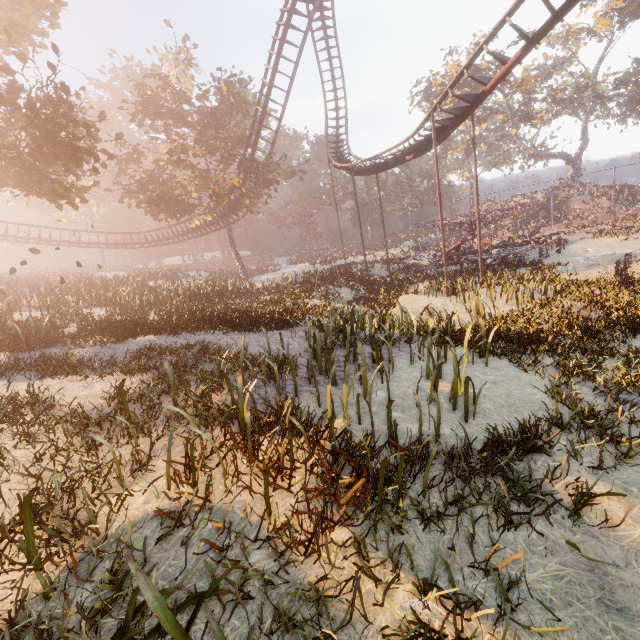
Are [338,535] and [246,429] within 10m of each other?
yes

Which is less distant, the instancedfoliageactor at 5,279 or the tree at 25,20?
the instancedfoliageactor at 5,279

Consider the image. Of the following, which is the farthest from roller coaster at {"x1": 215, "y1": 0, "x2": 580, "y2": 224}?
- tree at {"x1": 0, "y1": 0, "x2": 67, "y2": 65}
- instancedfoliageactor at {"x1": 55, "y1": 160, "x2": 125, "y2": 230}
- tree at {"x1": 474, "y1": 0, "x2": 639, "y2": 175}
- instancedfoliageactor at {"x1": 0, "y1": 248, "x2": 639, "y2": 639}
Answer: tree at {"x1": 474, "y1": 0, "x2": 639, "y2": 175}

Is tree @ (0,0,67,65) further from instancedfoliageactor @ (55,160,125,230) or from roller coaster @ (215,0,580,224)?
instancedfoliageactor @ (55,160,125,230)

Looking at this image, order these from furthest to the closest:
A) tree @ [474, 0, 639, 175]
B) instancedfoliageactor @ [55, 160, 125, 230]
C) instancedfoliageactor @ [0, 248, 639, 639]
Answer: instancedfoliageactor @ [55, 160, 125, 230]
tree @ [474, 0, 639, 175]
instancedfoliageactor @ [0, 248, 639, 639]

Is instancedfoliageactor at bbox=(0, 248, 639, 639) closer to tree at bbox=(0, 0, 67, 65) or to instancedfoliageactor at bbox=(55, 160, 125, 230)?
tree at bbox=(0, 0, 67, 65)

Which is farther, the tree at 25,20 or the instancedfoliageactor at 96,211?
the instancedfoliageactor at 96,211

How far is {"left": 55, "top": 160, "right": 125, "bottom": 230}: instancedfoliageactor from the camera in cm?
4850
